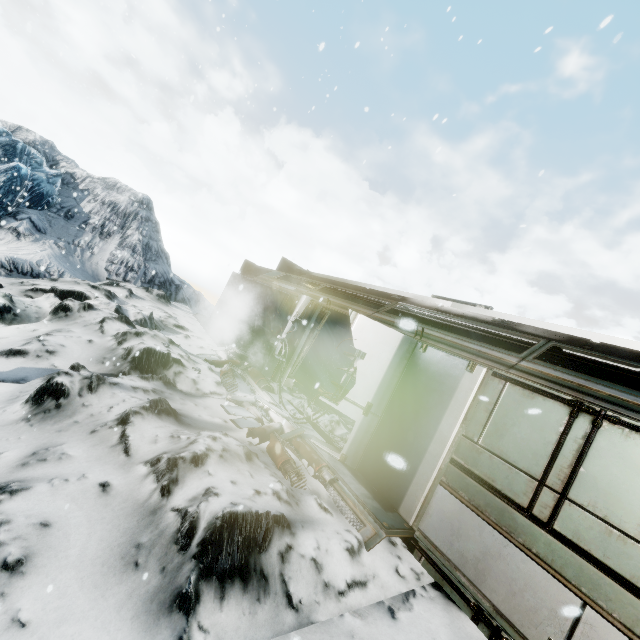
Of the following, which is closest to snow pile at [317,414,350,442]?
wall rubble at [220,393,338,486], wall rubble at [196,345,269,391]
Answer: wall rubble at [196,345,269,391]

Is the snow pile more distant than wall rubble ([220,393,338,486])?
Yes

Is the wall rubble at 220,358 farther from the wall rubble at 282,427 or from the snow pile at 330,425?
the wall rubble at 282,427

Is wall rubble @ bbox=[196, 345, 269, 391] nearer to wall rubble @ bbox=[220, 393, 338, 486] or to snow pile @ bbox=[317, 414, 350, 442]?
snow pile @ bbox=[317, 414, 350, 442]

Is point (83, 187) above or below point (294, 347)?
above

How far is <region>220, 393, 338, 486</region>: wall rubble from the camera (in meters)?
4.96
